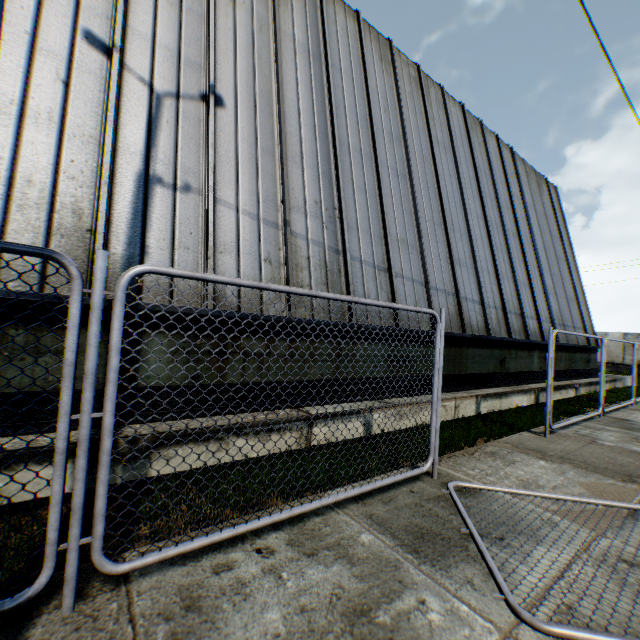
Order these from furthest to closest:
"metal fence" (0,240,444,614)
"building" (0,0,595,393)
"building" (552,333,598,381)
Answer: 1. "building" (552,333,598,381)
2. "building" (0,0,595,393)
3. "metal fence" (0,240,444,614)

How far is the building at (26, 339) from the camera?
3.6m

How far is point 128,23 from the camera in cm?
518

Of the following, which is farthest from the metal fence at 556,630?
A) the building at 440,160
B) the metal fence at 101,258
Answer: the building at 440,160

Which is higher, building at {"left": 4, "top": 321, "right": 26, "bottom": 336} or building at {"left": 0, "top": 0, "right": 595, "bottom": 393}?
building at {"left": 0, "top": 0, "right": 595, "bottom": 393}

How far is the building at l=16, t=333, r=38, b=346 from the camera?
3.6 meters

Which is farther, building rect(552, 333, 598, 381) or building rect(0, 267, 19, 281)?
building rect(552, 333, 598, 381)
